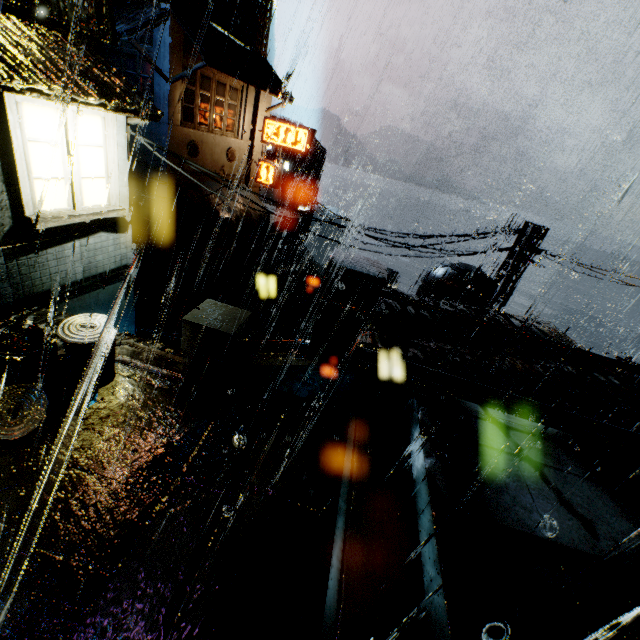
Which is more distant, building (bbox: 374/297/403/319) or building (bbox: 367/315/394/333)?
building (bbox: 374/297/403/319)

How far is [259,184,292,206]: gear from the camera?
38.0 meters

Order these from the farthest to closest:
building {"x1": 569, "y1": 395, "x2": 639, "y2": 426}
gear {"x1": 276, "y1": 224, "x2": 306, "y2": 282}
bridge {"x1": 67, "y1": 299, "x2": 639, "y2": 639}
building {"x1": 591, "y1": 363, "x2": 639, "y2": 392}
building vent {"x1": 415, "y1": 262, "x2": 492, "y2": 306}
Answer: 1. gear {"x1": 276, "y1": 224, "x2": 306, "y2": 282}
2. building vent {"x1": 415, "y1": 262, "x2": 492, "y2": 306}
3. building {"x1": 591, "y1": 363, "x2": 639, "y2": 392}
4. building {"x1": 569, "y1": 395, "x2": 639, "y2": 426}
5. bridge {"x1": 67, "y1": 299, "x2": 639, "y2": 639}

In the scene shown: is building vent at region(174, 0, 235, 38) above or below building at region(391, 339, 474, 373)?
above

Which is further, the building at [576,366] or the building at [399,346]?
the building at [576,366]

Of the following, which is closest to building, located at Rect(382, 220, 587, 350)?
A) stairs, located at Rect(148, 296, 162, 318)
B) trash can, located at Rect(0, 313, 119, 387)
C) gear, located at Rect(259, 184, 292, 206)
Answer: stairs, located at Rect(148, 296, 162, 318)

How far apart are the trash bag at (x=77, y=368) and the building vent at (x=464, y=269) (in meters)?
15.63

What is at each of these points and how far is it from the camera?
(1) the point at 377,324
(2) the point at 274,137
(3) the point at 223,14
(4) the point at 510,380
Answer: (1) building, 8.6m
(2) sign, 22.3m
(3) building vent, 34.8m
(4) building, 7.9m
